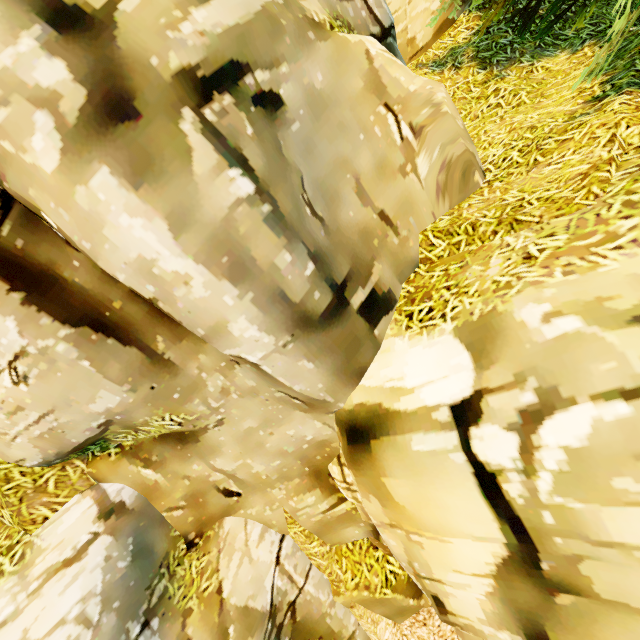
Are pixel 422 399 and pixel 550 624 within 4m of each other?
yes
